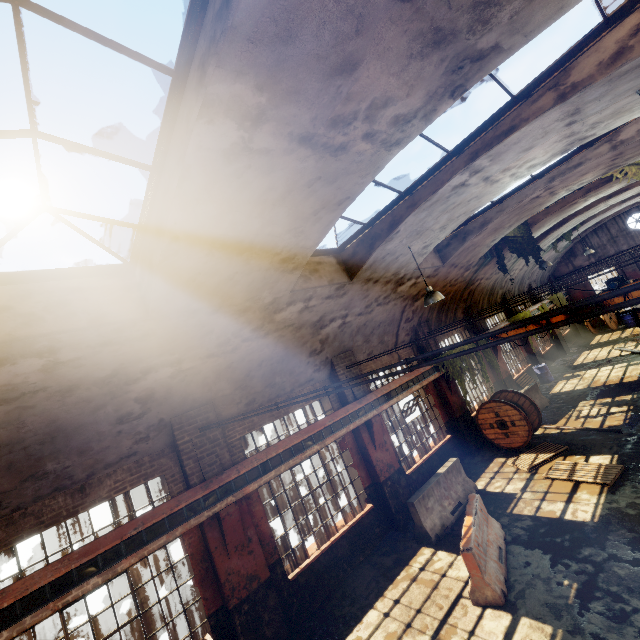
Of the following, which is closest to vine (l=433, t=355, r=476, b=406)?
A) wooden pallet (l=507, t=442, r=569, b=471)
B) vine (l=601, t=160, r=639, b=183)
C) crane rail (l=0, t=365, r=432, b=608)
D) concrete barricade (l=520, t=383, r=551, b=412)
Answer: crane rail (l=0, t=365, r=432, b=608)

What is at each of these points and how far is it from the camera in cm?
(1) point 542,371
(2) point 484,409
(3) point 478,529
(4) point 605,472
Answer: (1) barrel, 1797
(2) cable drum, 1241
(3) concrete barricade, 700
(4) wooden pallet, 839

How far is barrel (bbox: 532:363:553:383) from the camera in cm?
1788

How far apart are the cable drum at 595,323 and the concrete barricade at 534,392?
13.97m

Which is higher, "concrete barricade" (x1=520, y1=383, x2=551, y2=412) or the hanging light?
the hanging light

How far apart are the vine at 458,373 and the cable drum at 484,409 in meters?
0.4

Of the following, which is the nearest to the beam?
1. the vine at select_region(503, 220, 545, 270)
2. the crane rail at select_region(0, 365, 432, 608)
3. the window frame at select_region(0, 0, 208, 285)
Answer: the crane rail at select_region(0, 365, 432, 608)

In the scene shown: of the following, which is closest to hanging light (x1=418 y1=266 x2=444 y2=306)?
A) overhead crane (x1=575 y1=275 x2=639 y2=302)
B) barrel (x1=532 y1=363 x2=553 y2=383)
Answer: overhead crane (x1=575 y1=275 x2=639 y2=302)
